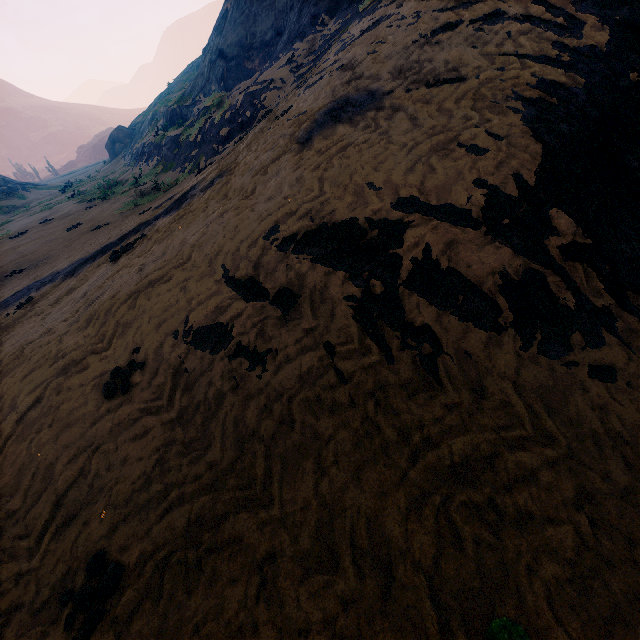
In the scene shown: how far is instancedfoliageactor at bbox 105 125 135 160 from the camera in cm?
3706

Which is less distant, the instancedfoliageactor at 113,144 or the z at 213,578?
the z at 213,578

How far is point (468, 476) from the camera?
2.1 meters

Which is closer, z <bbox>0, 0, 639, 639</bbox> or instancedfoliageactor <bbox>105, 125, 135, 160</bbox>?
z <bbox>0, 0, 639, 639</bbox>

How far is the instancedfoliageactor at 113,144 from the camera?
37.1m
